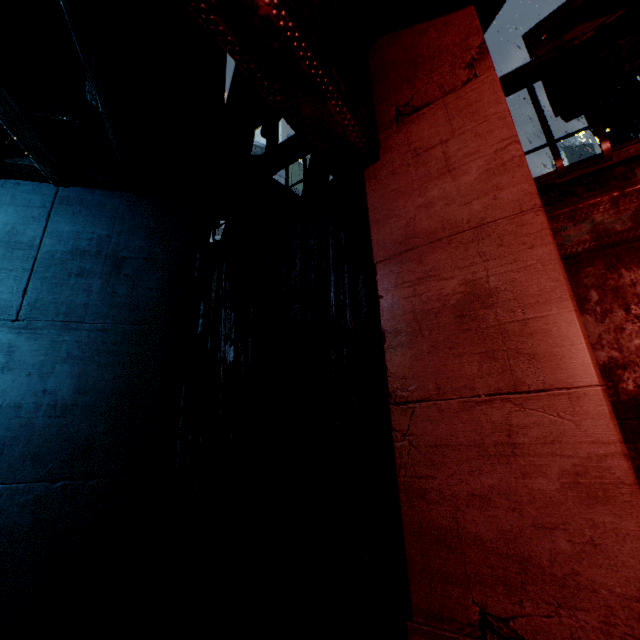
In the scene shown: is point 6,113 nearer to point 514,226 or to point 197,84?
point 197,84
